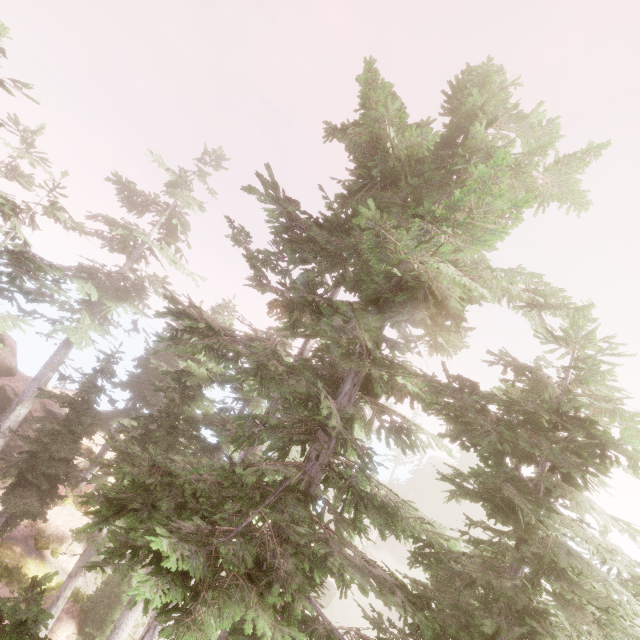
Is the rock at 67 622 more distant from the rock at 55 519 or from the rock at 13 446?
the rock at 13 446

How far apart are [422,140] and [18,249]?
16.2m

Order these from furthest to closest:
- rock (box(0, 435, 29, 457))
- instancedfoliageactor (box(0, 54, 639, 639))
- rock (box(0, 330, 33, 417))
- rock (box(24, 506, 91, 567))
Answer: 1. rock (box(0, 330, 33, 417))
2. rock (box(0, 435, 29, 457))
3. rock (box(24, 506, 91, 567))
4. instancedfoliageactor (box(0, 54, 639, 639))

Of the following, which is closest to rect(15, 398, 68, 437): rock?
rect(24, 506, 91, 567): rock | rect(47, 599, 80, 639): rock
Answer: rect(24, 506, 91, 567): rock

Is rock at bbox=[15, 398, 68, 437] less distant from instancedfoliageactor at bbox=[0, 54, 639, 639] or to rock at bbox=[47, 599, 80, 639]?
instancedfoliageactor at bbox=[0, 54, 639, 639]

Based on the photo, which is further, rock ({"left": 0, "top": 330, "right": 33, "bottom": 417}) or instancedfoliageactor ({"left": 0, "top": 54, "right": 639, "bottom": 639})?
rock ({"left": 0, "top": 330, "right": 33, "bottom": 417})

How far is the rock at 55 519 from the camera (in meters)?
18.06

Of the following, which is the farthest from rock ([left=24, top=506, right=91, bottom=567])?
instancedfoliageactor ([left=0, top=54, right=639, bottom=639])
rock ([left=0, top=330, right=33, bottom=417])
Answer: rock ([left=0, top=330, right=33, bottom=417])
